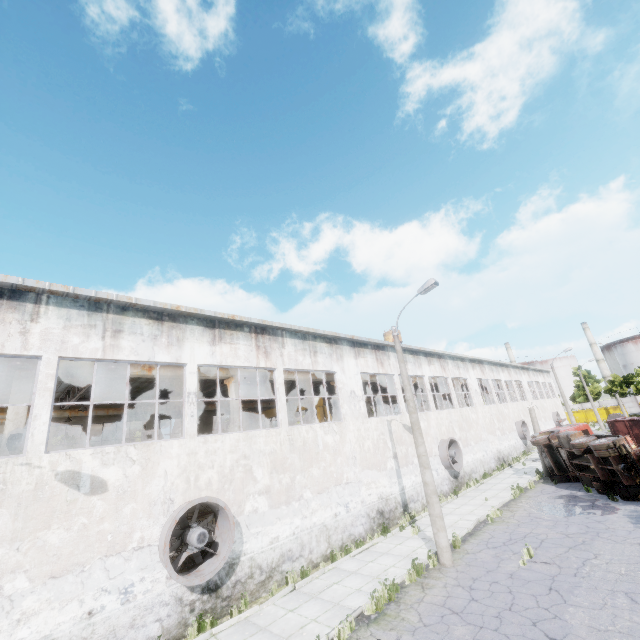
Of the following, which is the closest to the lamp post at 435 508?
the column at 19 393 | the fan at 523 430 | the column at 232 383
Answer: the column at 232 383

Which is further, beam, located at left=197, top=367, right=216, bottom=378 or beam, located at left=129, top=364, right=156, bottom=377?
beam, located at left=197, top=367, right=216, bottom=378

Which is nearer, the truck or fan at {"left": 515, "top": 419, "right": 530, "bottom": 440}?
the truck

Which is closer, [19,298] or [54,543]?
[54,543]

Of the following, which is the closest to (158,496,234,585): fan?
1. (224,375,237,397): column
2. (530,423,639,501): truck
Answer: (224,375,237,397): column

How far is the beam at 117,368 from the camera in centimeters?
1236cm

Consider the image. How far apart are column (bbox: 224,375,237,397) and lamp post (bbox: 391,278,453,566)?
7.6 meters

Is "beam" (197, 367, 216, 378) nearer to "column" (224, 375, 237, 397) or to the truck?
"column" (224, 375, 237, 397)
